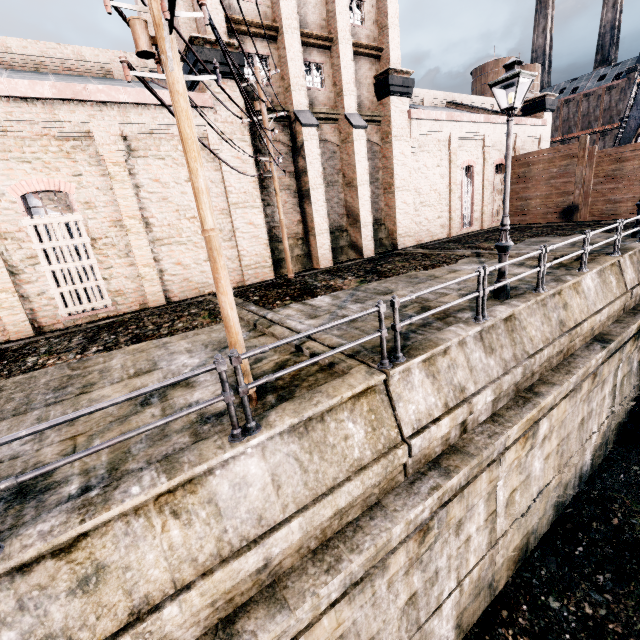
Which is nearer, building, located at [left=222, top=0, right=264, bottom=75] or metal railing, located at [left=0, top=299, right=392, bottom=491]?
metal railing, located at [left=0, top=299, right=392, bottom=491]

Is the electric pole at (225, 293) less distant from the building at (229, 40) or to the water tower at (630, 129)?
the building at (229, 40)

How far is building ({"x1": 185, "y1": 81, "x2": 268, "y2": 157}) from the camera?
13.3 meters

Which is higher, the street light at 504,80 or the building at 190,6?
the building at 190,6

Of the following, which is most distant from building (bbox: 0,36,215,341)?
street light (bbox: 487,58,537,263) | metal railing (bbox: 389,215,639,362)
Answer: metal railing (bbox: 389,215,639,362)

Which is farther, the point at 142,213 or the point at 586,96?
the point at 586,96

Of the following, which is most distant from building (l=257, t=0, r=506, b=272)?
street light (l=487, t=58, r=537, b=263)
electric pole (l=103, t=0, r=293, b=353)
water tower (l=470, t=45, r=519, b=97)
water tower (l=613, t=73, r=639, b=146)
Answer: street light (l=487, t=58, r=537, b=263)

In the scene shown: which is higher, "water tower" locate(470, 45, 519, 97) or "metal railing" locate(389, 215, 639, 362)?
"water tower" locate(470, 45, 519, 97)
